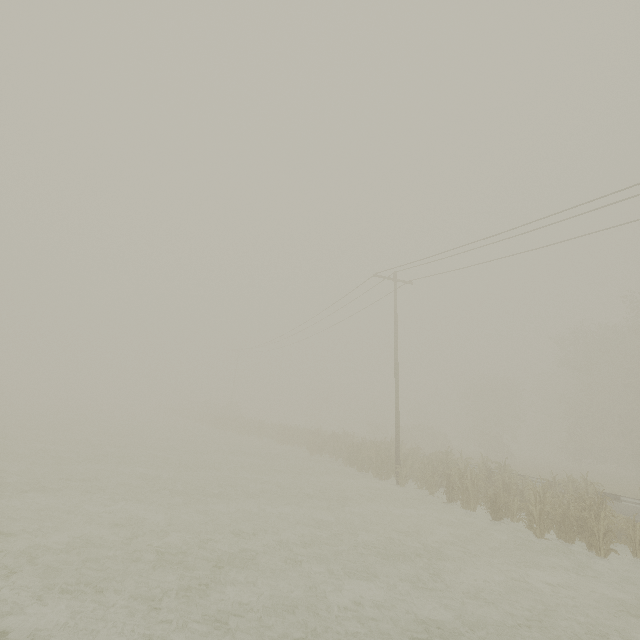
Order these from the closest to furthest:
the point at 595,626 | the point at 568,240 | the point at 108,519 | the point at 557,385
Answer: the point at 595,626 → the point at 108,519 → the point at 568,240 → the point at 557,385
